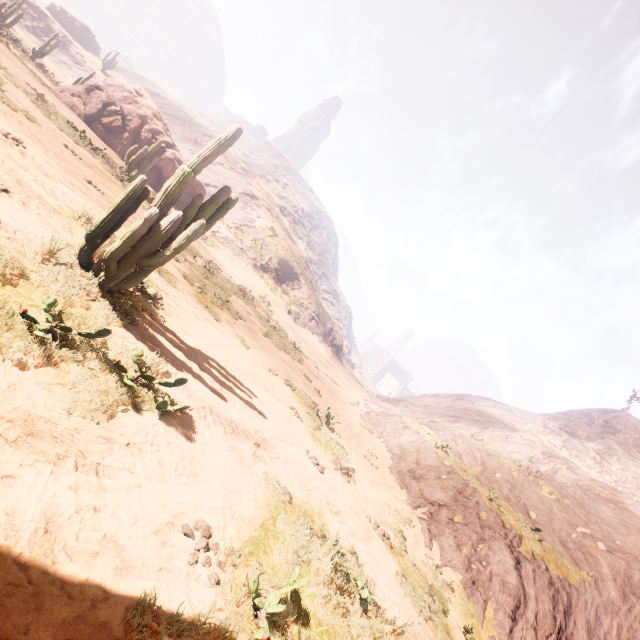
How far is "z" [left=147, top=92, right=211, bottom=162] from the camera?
49.16m

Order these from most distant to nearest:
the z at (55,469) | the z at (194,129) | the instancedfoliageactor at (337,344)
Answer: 1. the z at (194,129)
2. the instancedfoliageactor at (337,344)
3. the z at (55,469)

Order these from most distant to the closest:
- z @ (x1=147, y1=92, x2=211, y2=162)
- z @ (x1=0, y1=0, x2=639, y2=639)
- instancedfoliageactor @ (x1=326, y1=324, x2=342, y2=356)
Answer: z @ (x1=147, y1=92, x2=211, y2=162)
instancedfoliageactor @ (x1=326, y1=324, x2=342, y2=356)
z @ (x1=0, y1=0, x2=639, y2=639)

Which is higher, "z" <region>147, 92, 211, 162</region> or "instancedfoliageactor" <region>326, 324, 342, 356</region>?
"z" <region>147, 92, 211, 162</region>

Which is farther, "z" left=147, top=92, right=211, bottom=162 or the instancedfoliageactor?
"z" left=147, top=92, right=211, bottom=162

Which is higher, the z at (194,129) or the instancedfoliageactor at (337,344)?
the z at (194,129)

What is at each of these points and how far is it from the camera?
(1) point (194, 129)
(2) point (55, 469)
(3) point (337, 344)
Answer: (1) z, 58.22m
(2) z, 2.77m
(3) instancedfoliageactor, 49.03m
